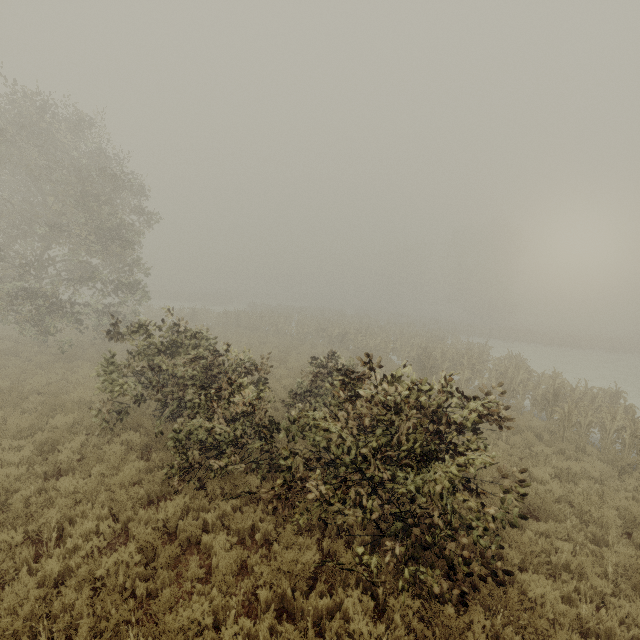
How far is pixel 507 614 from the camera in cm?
473
